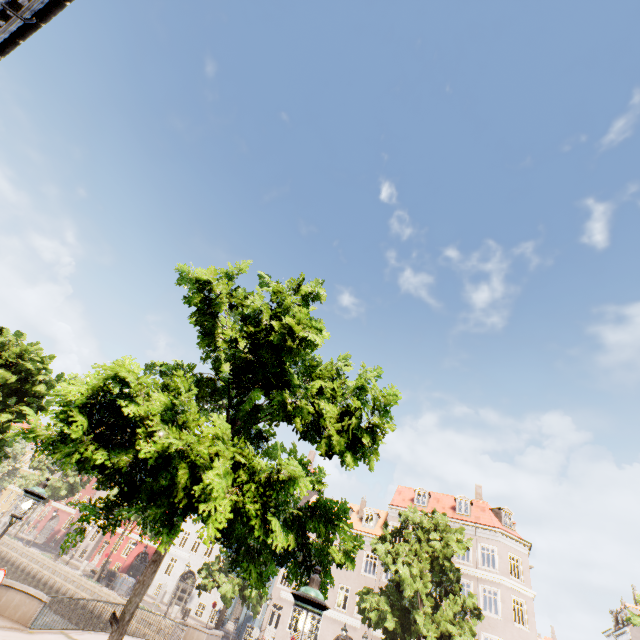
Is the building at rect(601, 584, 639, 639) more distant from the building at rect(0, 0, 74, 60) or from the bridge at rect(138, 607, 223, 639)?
the building at rect(0, 0, 74, 60)

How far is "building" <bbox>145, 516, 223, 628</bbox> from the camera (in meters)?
32.12

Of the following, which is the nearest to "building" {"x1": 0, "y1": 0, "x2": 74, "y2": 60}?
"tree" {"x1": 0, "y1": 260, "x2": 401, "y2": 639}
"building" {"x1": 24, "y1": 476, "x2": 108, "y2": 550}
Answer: "tree" {"x1": 0, "y1": 260, "x2": 401, "y2": 639}

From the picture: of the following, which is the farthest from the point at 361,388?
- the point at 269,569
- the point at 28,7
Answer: the point at 28,7

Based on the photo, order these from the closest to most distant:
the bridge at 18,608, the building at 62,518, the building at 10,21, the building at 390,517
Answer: the building at 10,21, the bridge at 18,608, the building at 390,517, the building at 62,518

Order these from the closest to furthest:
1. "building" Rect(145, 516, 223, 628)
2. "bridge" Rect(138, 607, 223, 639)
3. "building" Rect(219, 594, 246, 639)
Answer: "bridge" Rect(138, 607, 223, 639) < "building" Rect(219, 594, 246, 639) < "building" Rect(145, 516, 223, 628)

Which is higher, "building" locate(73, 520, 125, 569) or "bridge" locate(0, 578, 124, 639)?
"building" locate(73, 520, 125, 569)

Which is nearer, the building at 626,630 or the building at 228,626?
the building at 228,626
